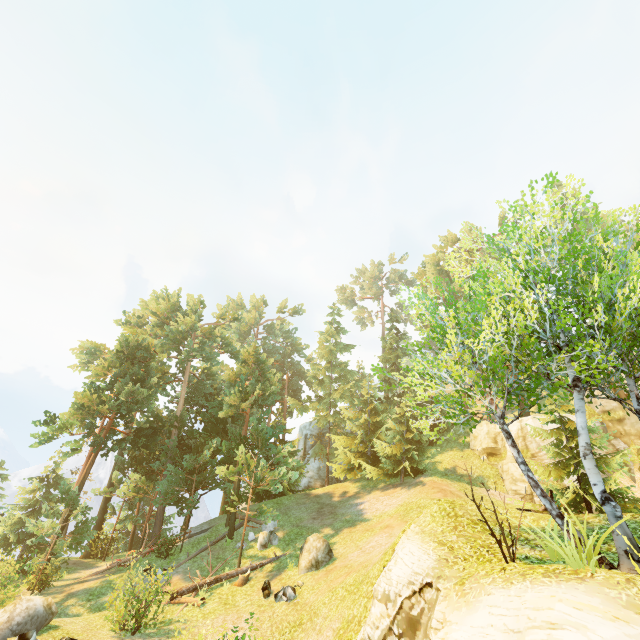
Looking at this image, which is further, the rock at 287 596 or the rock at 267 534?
the rock at 267 534

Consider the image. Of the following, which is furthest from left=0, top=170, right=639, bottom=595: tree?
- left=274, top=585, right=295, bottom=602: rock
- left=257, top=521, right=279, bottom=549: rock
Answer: left=274, top=585, right=295, bottom=602: rock

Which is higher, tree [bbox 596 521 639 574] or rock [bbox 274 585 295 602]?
tree [bbox 596 521 639 574]

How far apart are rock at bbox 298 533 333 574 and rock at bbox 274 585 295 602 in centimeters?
102cm

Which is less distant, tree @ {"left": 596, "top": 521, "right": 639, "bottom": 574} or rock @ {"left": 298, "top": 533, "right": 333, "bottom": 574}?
tree @ {"left": 596, "top": 521, "right": 639, "bottom": 574}

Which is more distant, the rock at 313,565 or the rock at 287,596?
the rock at 313,565

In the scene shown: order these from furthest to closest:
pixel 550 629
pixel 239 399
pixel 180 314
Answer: pixel 180 314 < pixel 239 399 < pixel 550 629

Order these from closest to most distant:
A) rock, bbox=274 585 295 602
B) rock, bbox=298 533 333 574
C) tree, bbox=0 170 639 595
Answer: tree, bbox=0 170 639 595, rock, bbox=274 585 295 602, rock, bbox=298 533 333 574
